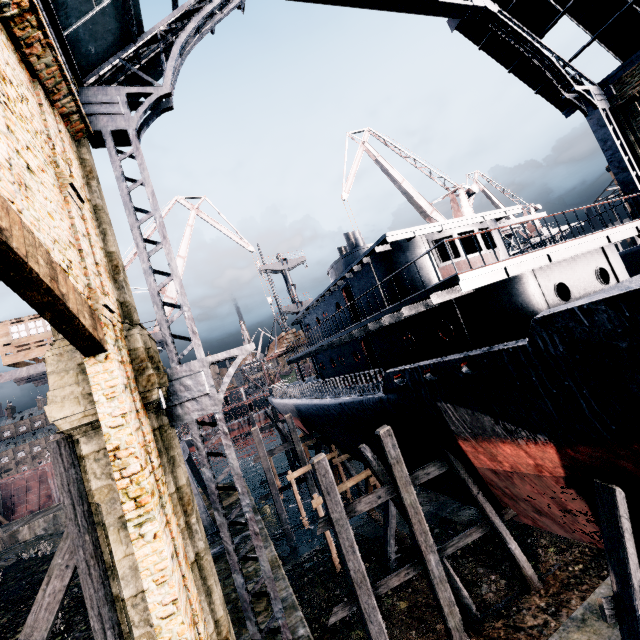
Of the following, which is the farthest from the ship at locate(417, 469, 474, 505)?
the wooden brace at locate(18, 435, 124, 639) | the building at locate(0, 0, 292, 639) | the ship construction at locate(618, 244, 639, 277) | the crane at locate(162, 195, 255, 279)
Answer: the ship construction at locate(618, 244, 639, 277)

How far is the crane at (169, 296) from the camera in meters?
28.1 m

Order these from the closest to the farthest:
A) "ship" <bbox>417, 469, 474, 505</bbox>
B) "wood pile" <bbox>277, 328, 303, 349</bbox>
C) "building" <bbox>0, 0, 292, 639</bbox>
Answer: "building" <bbox>0, 0, 292, 639</bbox> → "ship" <bbox>417, 469, 474, 505</bbox> → "wood pile" <bbox>277, 328, 303, 349</bbox>

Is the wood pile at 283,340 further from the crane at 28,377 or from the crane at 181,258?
the crane at 28,377

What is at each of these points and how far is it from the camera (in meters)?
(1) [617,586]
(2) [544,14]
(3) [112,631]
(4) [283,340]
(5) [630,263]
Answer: (1) wooden scaffolding, 8.09
(2) building, 17.81
(3) wooden brace, 7.32
(4) wood pile, 28.28
(5) ship construction, 26.69

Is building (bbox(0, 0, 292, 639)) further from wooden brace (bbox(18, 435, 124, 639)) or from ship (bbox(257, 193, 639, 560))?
ship (bbox(257, 193, 639, 560))

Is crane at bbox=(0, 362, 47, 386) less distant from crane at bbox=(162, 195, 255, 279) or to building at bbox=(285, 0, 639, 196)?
crane at bbox=(162, 195, 255, 279)

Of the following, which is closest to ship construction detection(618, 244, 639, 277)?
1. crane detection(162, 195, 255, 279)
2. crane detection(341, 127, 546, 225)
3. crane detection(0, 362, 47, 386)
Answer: crane detection(341, 127, 546, 225)
